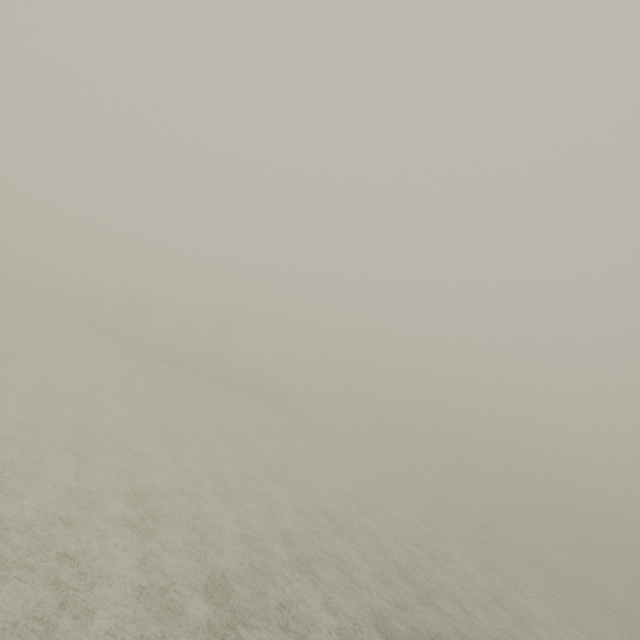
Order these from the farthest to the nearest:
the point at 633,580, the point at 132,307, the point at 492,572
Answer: the point at 132,307 → the point at 633,580 → the point at 492,572
